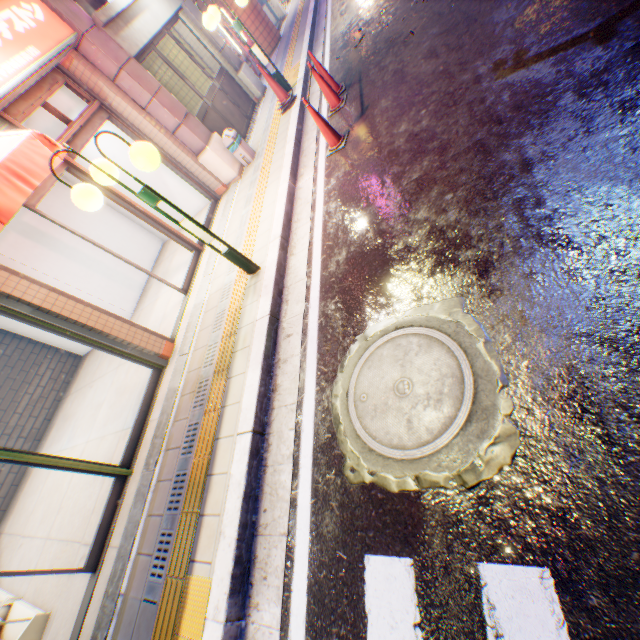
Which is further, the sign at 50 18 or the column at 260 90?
the column at 260 90

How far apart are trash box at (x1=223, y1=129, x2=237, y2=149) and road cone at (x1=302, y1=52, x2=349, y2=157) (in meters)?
2.12

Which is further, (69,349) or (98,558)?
(69,349)

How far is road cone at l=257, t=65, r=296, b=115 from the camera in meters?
6.9 m

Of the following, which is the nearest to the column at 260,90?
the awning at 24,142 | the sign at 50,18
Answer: the sign at 50,18

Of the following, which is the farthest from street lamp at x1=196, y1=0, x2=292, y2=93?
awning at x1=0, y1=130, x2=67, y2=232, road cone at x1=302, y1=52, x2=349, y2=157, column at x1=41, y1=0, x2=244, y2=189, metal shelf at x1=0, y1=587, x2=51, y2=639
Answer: metal shelf at x1=0, y1=587, x2=51, y2=639

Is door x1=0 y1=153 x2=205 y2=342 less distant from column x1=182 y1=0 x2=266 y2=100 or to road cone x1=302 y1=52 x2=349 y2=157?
road cone x1=302 y1=52 x2=349 y2=157

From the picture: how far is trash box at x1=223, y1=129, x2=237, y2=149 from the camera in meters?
6.8 m
